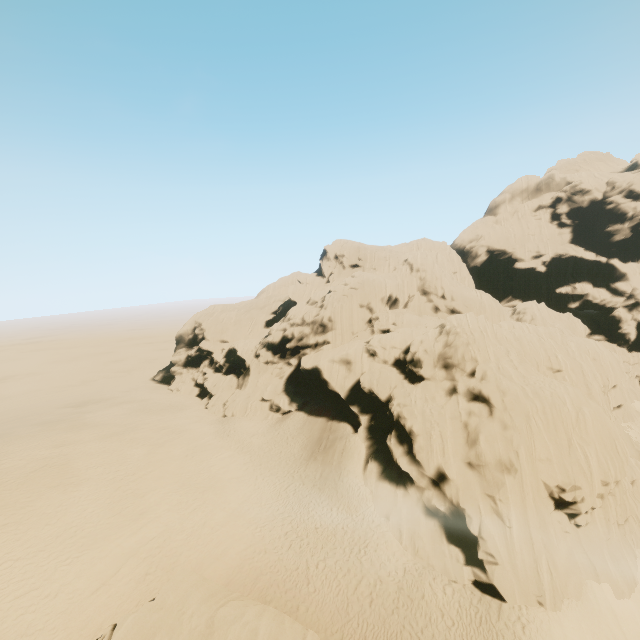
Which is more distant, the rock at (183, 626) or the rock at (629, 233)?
the rock at (629, 233)

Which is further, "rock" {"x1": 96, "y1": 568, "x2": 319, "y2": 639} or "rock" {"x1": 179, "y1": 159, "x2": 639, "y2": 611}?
"rock" {"x1": 179, "y1": 159, "x2": 639, "y2": 611}

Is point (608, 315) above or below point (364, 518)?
above
